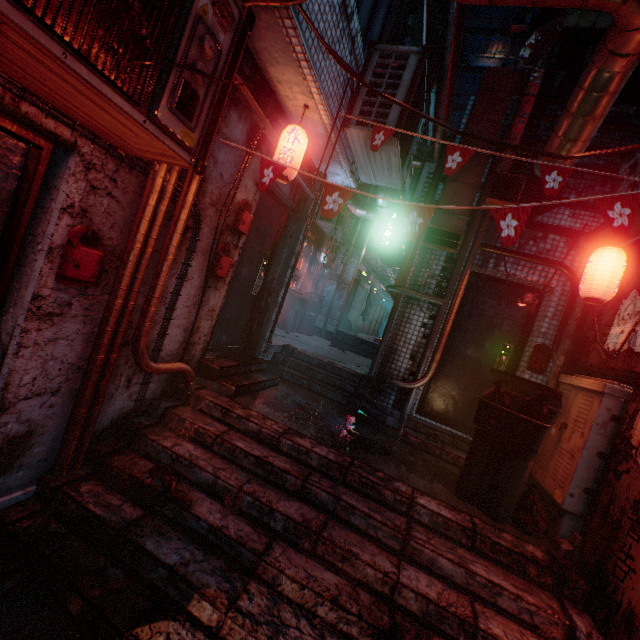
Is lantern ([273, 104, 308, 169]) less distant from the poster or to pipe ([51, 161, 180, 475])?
pipe ([51, 161, 180, 475])

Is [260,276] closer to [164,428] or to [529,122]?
[164,428]

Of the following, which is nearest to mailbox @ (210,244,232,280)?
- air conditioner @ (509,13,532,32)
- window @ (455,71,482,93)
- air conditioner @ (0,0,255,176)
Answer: air conditioner @ (0,0,255,176)

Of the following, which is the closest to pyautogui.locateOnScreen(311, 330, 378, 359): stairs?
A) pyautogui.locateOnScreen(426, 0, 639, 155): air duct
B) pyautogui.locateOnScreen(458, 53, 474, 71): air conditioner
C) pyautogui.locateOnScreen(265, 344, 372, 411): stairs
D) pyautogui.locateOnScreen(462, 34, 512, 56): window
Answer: pyautogui.locateOnScreen(426, 0, 639, 155): air duct

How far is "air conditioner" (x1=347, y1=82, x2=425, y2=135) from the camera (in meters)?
3.17

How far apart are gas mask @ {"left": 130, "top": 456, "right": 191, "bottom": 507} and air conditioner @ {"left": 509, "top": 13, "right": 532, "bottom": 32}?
34.2m

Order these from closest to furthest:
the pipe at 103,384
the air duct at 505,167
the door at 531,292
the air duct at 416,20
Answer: the pipe at 103,384 < the air duct at 505,167 < the door at 531,292 < the air duct at 416,20

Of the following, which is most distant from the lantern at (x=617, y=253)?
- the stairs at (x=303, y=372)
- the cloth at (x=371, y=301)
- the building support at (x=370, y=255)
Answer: the building support at (x=370, y=255)
